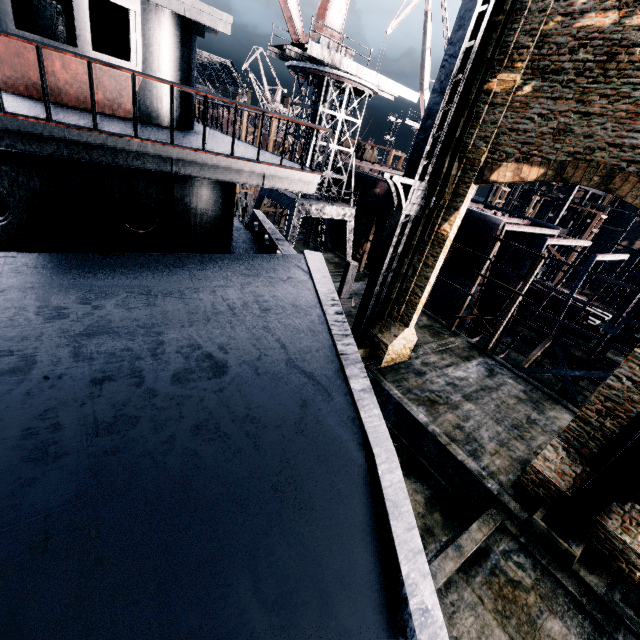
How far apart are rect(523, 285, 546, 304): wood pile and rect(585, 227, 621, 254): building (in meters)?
31.69

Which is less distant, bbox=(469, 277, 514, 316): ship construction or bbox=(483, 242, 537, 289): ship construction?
bbox=(483, 242, 537, 289): ship construction

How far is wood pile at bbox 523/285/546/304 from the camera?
31.2m

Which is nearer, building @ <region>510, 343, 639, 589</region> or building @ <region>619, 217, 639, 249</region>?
building @ <region>510, 343, 639, 589</region>

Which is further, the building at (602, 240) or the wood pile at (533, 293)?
the building at (602, 240)

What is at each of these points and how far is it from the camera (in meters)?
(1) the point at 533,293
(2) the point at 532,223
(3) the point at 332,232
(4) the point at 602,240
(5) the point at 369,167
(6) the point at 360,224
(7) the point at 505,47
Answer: (1) wood pile, 31.88
(2) ship construction, 28.84
(3) ship construction, 35.31
(4) building, 51.75
(5) ship construction, 36.94
(6) cloth, 29.09
(7) building, 12.38

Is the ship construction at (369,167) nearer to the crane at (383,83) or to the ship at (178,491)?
the crane at (383,83)
